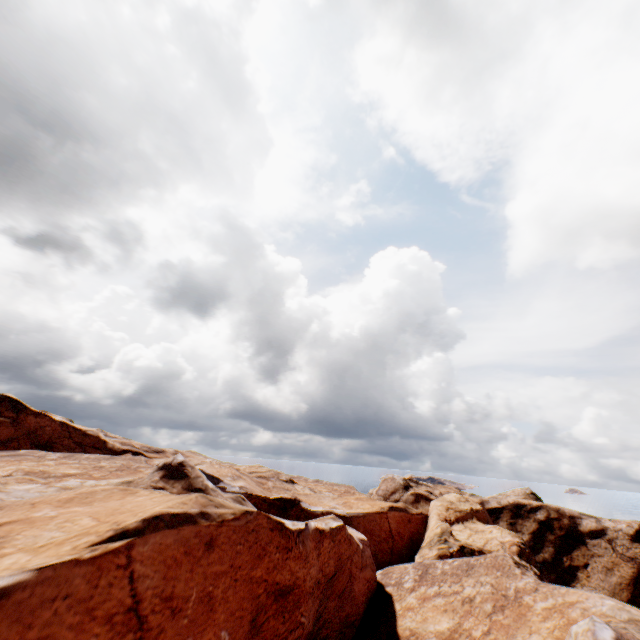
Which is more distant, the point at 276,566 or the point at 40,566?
the point at 276,566
